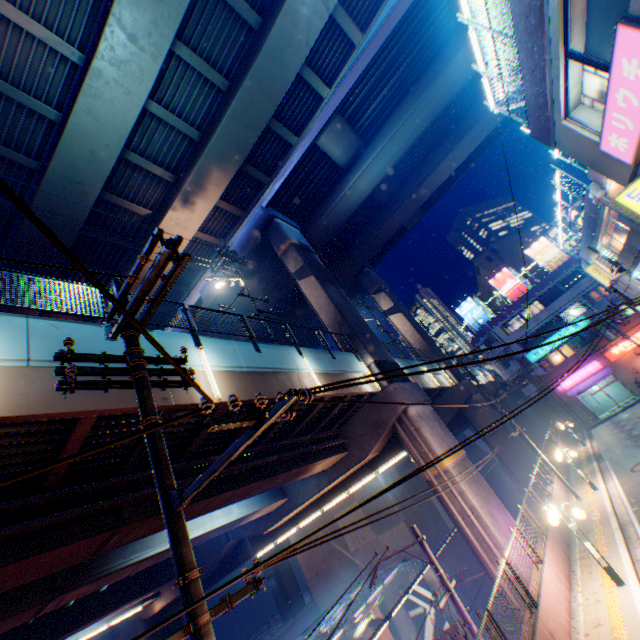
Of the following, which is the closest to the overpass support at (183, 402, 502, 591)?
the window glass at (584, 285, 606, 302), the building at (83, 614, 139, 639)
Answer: the building at (83, 614, 139, 639)

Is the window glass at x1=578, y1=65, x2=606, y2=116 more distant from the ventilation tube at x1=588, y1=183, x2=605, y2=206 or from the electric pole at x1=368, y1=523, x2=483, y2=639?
the electric pole at x1=368, y1=523, x2=483, y2=639

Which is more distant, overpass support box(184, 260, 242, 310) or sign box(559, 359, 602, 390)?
sign box(559, 359, 602, 390)

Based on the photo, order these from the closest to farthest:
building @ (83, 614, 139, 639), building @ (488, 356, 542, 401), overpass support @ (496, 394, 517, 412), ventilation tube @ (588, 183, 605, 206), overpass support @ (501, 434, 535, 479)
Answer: ventilation tube @ (588, 183, 605, 206), overpass support @ (501, 434, 535, 479), building @ (83, 614, 139, 639), overpass support @ (496, 394, 517, 412), building @ (488, 356, 542, 401)

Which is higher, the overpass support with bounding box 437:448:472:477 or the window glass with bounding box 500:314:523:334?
the window glass with bounding box 500:314:523:334

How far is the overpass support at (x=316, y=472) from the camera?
12.90m

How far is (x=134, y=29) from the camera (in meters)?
12.54

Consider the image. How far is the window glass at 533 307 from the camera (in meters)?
41.12
